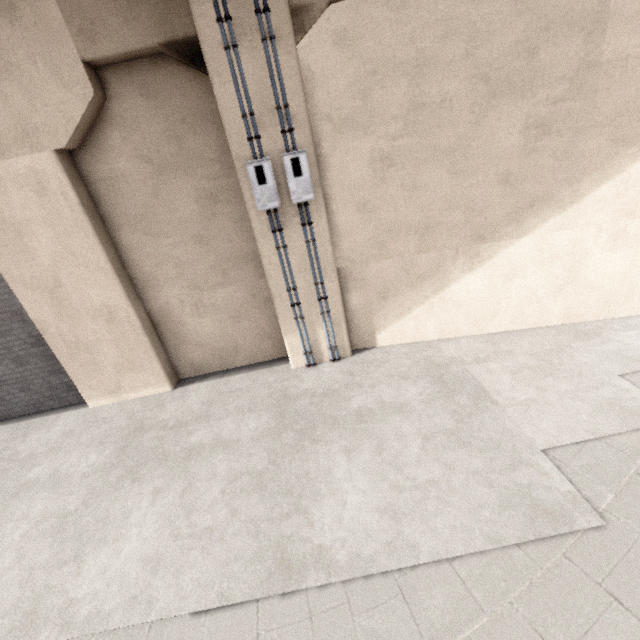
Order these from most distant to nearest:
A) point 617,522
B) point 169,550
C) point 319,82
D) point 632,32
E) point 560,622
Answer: point 319,82 → point 632,32 → point 169,550 → point 617,522 → point 560,622
